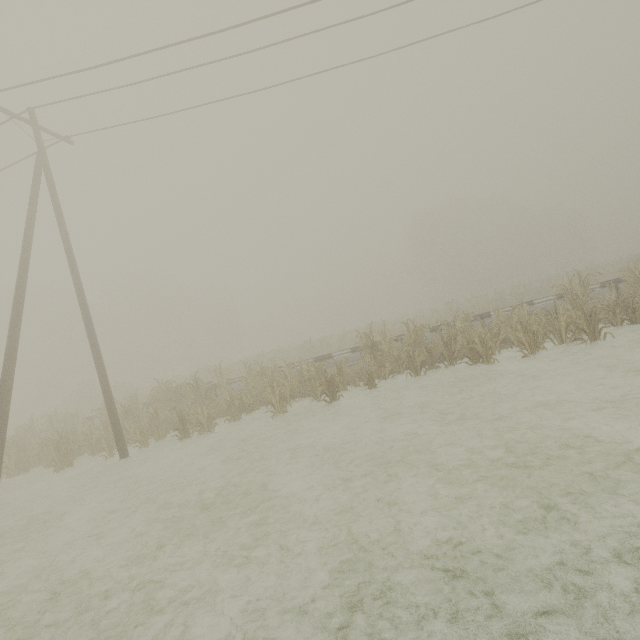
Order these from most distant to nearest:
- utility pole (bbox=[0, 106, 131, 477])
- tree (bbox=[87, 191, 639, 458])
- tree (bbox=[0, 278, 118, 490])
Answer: tree (bbox=[0, 278, 118, 490])
tree (bbox=[87, 191, 639, 458])
utility pole (bbox=[0, 106, 131, 477])

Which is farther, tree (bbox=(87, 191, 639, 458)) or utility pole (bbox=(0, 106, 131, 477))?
tree (bbox=(87, 191, 639, 458))

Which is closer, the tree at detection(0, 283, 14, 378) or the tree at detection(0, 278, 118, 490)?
the tree at detection(0, 278, 118, 490)

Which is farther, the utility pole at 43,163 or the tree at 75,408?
the tree at 75,408

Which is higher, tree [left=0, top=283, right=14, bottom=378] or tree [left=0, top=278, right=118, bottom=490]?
tree [left=0, top=283, right=14, bottom=378]

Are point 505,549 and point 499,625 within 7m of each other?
yes
